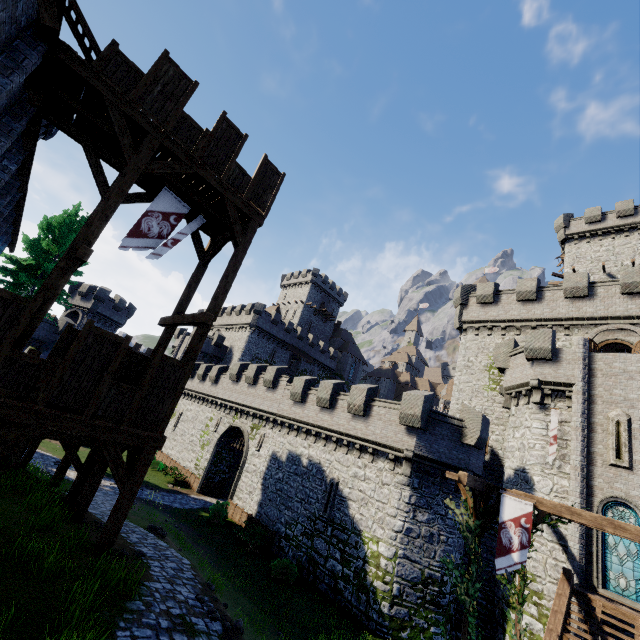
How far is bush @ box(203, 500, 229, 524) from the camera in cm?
2288

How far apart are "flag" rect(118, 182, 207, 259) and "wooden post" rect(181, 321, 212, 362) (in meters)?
3.19

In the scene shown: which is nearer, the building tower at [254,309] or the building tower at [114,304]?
the building tower at [114,304]

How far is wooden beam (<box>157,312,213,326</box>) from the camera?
9.95m

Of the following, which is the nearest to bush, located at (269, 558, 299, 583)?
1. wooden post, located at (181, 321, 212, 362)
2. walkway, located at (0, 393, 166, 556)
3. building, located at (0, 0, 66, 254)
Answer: walkway, located at (0, 393, 166, 556)

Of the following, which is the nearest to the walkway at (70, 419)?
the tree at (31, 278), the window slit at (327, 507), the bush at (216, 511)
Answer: the window slit at (327, 507)

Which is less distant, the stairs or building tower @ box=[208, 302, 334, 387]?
the stairs

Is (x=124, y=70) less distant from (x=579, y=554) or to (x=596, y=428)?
(x=596, y=428)
